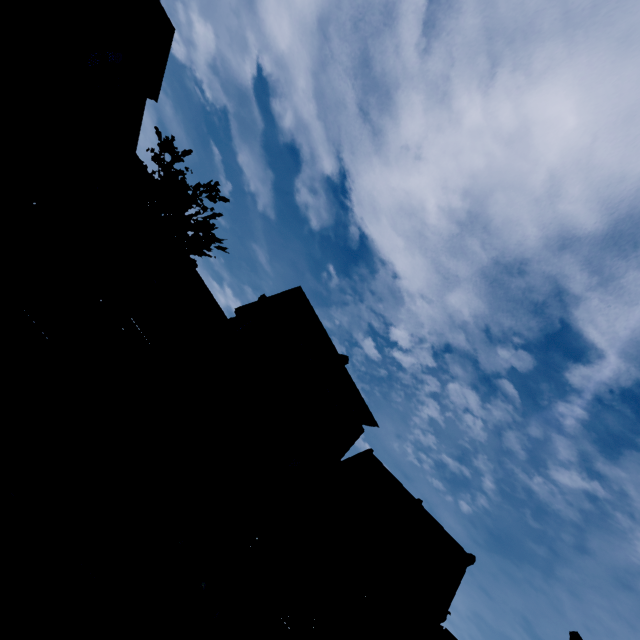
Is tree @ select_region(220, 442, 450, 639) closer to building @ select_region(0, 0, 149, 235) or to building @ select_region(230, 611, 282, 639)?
building @ select_region(230, 611, 282, 639)

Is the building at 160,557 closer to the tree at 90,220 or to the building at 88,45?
the tree at 90,220

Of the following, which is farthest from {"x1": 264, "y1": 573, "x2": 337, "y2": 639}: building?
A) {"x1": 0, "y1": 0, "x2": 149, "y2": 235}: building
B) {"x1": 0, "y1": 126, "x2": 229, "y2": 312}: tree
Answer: {"x1": 0, "y1": 0, "x2": 149, "y2": 235}: building

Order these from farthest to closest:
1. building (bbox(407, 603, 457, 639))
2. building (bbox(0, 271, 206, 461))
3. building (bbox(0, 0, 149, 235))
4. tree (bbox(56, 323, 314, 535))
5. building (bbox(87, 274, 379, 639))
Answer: building (bbox(407, 603, 457, 639)) < building (bbox(87, 274, 379, 639)) < building (bbox(0, 271, 206, 461)) < building (bbox(0, 0, 149, 235)) < tree (bbox(56, 323, 314, 535))

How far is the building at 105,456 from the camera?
13.5m

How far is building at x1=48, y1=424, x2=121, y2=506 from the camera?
13.55m

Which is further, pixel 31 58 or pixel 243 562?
pixel 243 562
